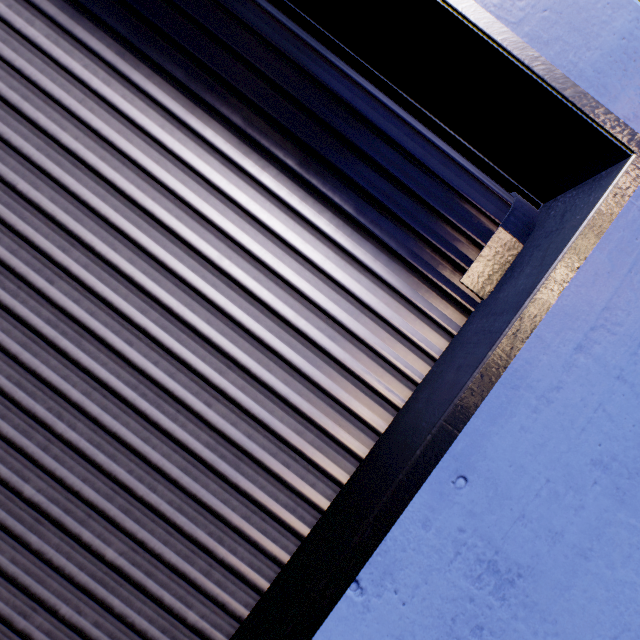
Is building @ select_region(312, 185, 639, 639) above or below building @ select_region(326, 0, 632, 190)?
below

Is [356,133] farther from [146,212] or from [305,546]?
[305,546]

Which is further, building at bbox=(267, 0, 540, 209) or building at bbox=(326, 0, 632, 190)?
building at bbox=(267, 0, 540, 209)

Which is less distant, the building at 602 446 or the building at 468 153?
the building at 602 446

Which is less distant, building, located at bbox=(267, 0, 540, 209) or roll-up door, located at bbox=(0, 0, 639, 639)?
roll-up door, located at bbox=(0, 0, 639, 639)
